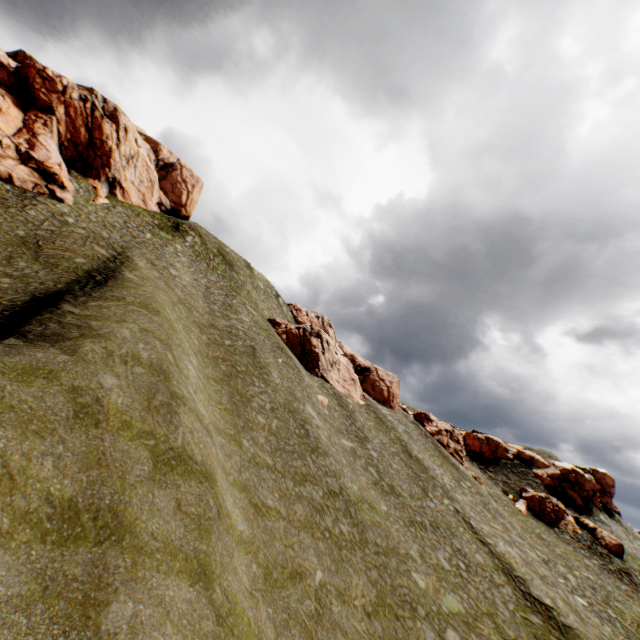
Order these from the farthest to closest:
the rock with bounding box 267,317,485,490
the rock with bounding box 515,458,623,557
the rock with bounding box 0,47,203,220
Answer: the rock with bounding box 515,458,623,557
the rock with bounding box 267,317,485,490
the rock with bounding box 0,47,203,220

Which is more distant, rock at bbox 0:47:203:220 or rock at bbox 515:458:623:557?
rock at bbox 515:458:623:557

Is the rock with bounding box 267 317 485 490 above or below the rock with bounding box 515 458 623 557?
above

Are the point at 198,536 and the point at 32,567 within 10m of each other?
yes

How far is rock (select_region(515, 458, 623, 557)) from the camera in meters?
46.3 m

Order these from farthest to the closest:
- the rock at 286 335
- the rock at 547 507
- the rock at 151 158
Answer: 1. the rock at 547 507
2. the rock at 286 335
3. the rock at 151 158

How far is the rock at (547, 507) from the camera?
46.3m
